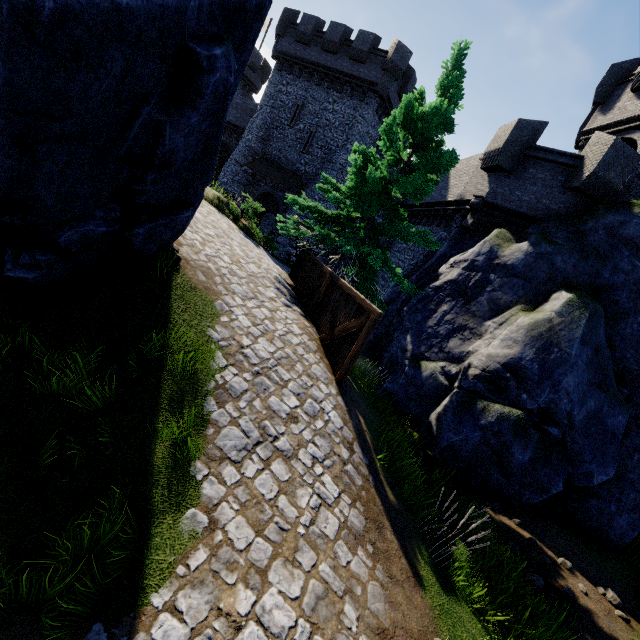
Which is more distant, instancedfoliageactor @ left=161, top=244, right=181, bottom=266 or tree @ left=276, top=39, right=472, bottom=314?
tree @ left=276, top=39, right=472, bottom=314

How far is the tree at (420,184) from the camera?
10.51m

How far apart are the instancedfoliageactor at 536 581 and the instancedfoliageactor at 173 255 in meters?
9.0

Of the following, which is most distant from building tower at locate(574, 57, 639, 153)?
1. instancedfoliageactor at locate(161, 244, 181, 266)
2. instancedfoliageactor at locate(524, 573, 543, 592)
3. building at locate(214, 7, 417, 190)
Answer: instancedfoliageactor at locate(161, 244, 181, 266)

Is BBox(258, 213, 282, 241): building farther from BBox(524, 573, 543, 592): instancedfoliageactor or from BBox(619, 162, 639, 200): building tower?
BBox(524, 573, 543, 592): instancedfoliageactor

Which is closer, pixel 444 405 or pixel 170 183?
pixel 170 183

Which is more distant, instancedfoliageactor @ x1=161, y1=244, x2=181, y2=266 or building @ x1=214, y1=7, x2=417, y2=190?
building @ x1=214, y1=7, x2=417, y2=190

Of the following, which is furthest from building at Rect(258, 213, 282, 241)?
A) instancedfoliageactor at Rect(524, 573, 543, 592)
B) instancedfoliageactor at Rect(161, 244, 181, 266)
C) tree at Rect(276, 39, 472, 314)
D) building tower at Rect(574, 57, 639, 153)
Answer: instancedfoliageactor at Rect(524, 573, 543, 592)
